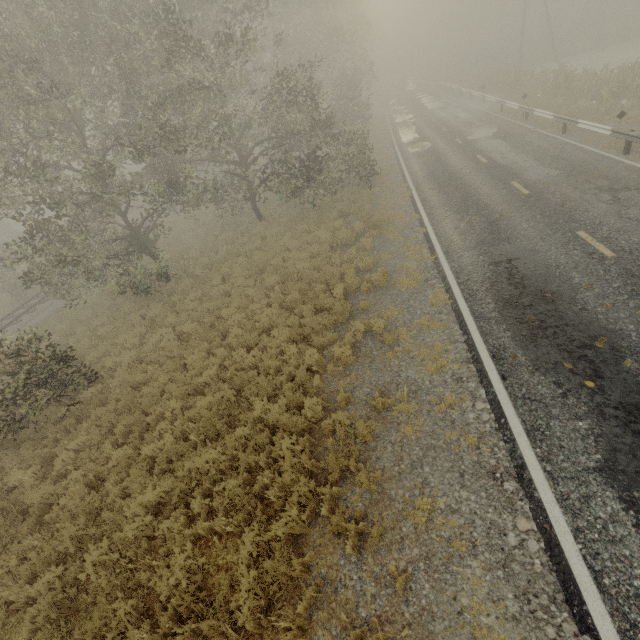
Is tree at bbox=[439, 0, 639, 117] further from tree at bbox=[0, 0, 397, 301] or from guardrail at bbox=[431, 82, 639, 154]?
tree at bbox=[0, 0, 397, 301]

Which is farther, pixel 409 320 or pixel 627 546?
pixel 409 320

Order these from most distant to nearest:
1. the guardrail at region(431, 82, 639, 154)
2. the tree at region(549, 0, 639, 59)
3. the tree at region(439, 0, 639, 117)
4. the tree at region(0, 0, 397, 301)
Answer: the tree at region(549, 0, 639, 59), the tree at region(439, 0, 639, 117), the guardrail at region(431, 82, 639, 154), the tree at region(0, 0, 397, 301)

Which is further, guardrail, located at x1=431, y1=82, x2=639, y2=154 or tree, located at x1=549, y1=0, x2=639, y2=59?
tree, located at x1=549, y1=0, x2=639, y2=59

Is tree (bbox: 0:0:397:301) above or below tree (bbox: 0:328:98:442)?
above

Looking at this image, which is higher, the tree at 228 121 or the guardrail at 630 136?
the tree at 228 121

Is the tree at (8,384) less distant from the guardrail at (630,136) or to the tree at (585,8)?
the guardrail at (630,136)
